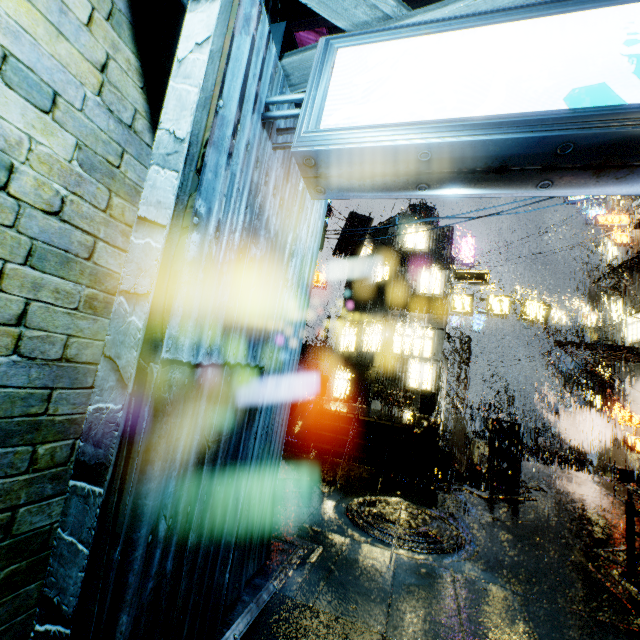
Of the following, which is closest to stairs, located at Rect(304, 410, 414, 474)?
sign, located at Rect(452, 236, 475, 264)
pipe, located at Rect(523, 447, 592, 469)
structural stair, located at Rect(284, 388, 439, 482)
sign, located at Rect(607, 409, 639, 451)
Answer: structural stair, located at Rect(284, 388, 439, 482)

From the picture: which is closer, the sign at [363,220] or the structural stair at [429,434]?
the structural stair at [429,434]

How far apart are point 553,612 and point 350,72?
7.0 meters

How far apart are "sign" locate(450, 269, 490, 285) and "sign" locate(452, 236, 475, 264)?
10.2 meters

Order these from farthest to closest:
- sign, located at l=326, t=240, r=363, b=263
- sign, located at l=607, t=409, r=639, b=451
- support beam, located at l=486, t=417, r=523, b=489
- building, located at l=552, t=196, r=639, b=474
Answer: sign, located at l=326, t=240, r=363, b=263
building, located at l=552, t=196, r=639, b=474
sign, located at l=607, t=409, r=639, b=451
support beam, located at l=486, t=417, r=523, b=489

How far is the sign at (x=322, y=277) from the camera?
31.1m

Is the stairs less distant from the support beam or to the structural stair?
the structural stair

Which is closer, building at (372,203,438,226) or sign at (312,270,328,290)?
building at (372,203,438,226)
